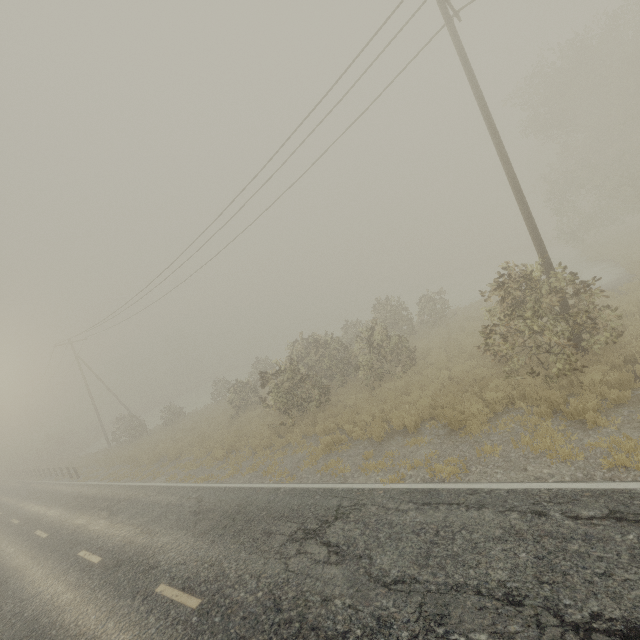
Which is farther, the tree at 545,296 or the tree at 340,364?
the tree at 340,364

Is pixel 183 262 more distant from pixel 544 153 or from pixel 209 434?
pixel 544 153

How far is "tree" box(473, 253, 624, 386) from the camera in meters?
8.7

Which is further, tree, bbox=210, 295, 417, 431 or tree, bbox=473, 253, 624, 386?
tree, bbox=210, 295, 417, 431

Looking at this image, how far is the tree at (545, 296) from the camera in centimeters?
873cm

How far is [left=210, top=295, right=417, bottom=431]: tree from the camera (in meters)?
15.20
